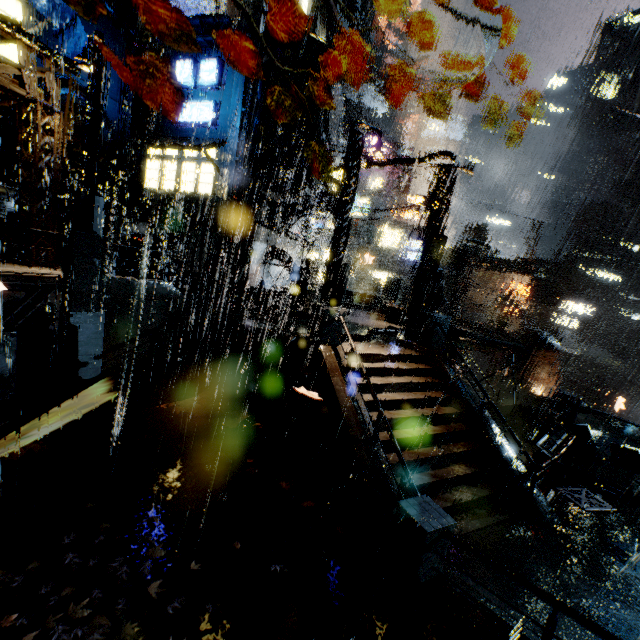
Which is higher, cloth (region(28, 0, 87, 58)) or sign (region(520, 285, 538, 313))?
cloth (region(28, 0, 87, 58))

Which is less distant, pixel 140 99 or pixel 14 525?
pixel 14 525

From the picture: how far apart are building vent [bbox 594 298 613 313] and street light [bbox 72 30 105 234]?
67.4 meters

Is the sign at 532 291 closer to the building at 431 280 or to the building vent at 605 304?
the building at 431 280

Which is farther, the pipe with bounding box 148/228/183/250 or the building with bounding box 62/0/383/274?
the pipe with bounding box 148/228/183/250

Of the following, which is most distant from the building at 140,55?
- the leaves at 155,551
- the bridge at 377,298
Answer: the leaves at 155,551

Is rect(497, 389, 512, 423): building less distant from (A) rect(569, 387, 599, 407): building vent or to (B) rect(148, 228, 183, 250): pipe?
(B) rect(148, 228, 183, 250): pipe

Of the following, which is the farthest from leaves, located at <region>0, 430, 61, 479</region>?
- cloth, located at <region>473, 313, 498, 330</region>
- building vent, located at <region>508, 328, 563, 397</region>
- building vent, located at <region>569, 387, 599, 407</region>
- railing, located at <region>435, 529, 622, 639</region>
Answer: building vent, located at <region>569, 387, 599, 407</region>
